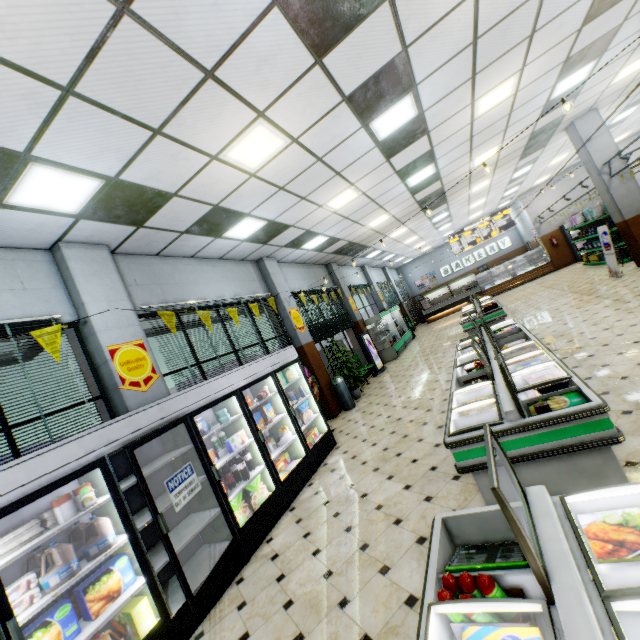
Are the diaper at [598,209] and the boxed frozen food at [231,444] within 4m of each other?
no

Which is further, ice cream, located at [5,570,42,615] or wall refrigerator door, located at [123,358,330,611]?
wall refrigerator door, located at [123,358,330,611]

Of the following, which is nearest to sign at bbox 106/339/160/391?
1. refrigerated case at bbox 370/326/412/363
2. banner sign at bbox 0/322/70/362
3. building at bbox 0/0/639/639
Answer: building at bbox 0/0/639/639

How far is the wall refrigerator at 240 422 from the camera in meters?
4.5

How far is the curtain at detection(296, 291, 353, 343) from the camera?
10.2m

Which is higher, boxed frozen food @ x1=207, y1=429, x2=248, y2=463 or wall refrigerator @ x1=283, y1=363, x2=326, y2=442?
boxed frozen food @ x1=207, y1=429, x2=248, y2=463

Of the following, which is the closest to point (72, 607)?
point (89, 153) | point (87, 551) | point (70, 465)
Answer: point (87, 551)

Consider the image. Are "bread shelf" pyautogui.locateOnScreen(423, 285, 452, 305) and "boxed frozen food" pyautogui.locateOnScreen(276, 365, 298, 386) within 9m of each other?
no
